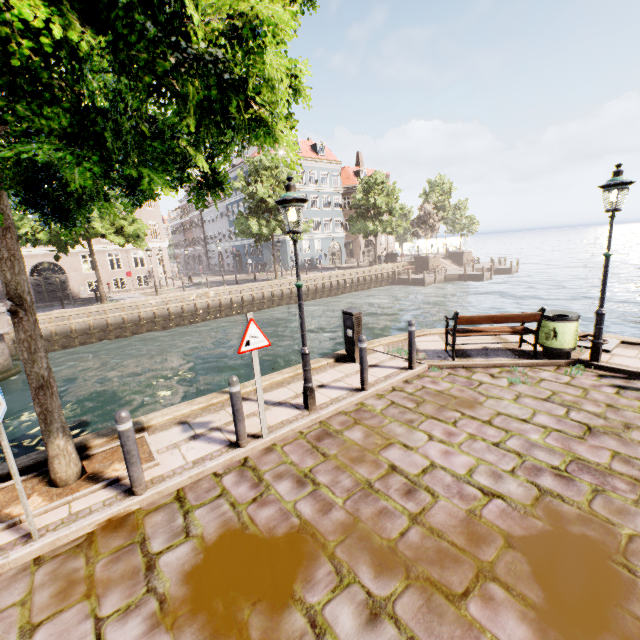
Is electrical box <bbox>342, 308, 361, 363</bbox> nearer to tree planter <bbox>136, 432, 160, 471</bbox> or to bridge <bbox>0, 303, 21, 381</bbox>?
tree planter <bbox>136, 432, 160, 471</bbox>

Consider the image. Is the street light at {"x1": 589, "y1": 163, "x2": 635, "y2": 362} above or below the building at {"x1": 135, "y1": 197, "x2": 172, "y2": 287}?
below

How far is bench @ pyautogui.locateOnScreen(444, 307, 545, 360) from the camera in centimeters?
693cm

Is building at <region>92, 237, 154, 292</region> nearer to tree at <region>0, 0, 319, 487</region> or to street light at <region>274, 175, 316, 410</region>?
tree at <region>0, 0, 319, 487</region>

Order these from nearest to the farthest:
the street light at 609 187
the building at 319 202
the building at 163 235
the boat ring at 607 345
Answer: the street light at 609 187 → the boat ring at 607 345 → the building at 163 235 → the building at 319 202

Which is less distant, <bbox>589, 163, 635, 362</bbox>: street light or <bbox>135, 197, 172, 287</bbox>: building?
<bbox>589, 163, 635, 362</bbox>: street light

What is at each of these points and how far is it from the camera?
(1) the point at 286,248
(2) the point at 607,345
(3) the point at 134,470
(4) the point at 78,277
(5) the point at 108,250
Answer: (1) building, 41.09m
(2) boat ring, 7.49m
(3) bollard, 3.87m
(4) building, 28.52m
(5) building, 29.61m

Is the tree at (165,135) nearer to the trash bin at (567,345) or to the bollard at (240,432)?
the bollard at (240,432)
